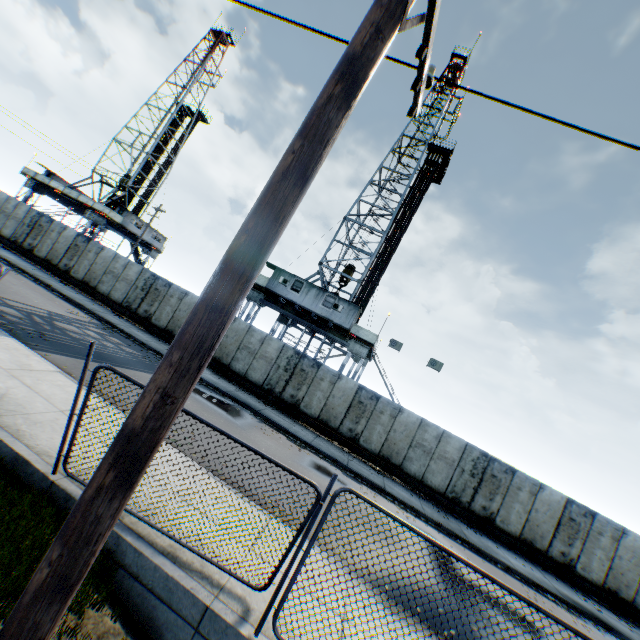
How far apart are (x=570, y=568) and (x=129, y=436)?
21.0 meters

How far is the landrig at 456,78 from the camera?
30.7m

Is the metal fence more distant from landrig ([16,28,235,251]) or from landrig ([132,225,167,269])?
landrig ([16,28,235,251])

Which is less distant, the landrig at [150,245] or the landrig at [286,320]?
the landrig at [286,320]

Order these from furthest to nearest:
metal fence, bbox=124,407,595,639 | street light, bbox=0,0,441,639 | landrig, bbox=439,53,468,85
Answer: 1. landrig, bbox=439,53,468,85
2. metal fence, bbox=124,407,595,639
3. street light, bbox=0,0,441,639

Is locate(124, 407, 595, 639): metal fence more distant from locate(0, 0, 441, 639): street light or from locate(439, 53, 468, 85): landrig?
locate(439, 53, 468, 85): landrig

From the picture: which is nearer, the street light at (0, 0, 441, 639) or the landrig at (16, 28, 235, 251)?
the street light at (0, 0, 441, 639)

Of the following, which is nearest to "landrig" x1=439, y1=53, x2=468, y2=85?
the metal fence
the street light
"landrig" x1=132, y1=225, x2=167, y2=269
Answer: "landrig" x1=132, y1=225, x2=167, y2=269
